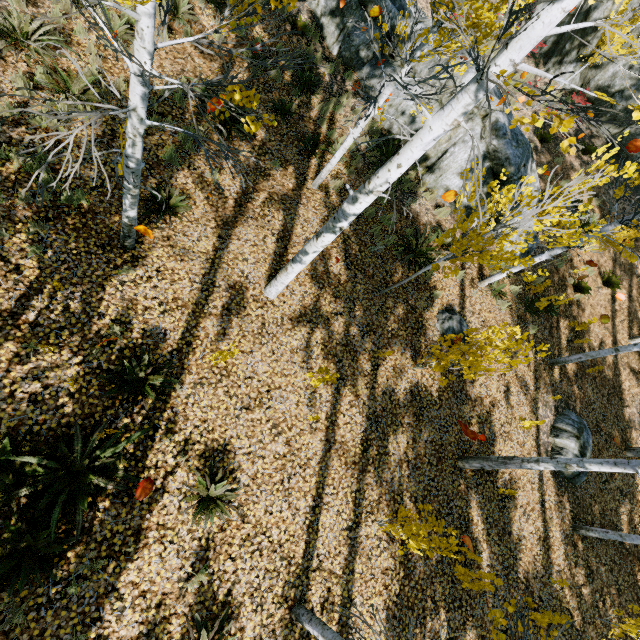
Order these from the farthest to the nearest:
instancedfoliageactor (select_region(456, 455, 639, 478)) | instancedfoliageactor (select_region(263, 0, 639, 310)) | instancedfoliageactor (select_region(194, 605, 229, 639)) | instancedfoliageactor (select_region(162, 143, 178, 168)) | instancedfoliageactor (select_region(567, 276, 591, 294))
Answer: instancedfoliageactor (select_region(567, 276, 591, 294)) < instancedfoliageactor (select_region(162, 143, 178, 168)) < instancedfoliageactor (select_region(456, 455, 639, 478)) < instancedfoliageactor (select_region(194, 605, 229, 639)) < instancedfoliageactor (select_region(263, 0, 639, 310))

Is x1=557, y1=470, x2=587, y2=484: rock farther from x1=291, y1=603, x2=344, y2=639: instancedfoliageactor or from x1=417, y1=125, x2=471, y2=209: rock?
x1=417, y1=125, x2=471, y2=209: rock

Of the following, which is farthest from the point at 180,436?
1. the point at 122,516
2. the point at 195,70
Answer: the point at 195,70

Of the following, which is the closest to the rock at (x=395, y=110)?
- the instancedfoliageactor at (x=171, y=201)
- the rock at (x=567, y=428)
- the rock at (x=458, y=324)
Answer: the instancedfoliageactor at (x=171, y=201)

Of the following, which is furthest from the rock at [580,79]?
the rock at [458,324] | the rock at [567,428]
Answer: the rock at [458,324]

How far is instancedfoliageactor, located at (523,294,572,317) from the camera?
9.5 meters

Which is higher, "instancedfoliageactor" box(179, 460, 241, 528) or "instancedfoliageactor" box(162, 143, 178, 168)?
"instancedfoliageactor" box(179, 460, 241, 528)

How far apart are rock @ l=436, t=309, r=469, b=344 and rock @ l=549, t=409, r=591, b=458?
3.5m
